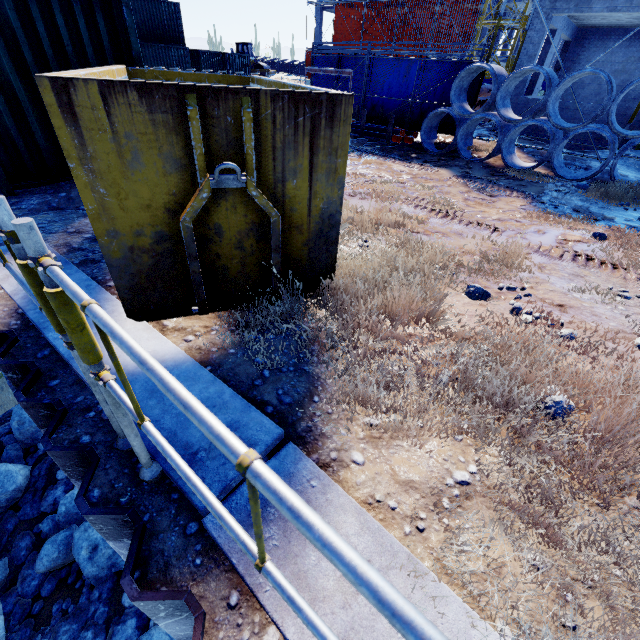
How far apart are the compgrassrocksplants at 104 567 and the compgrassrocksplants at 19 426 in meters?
1.0

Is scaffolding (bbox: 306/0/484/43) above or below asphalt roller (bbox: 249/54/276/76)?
above

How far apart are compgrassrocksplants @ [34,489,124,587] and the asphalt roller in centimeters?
4013cm

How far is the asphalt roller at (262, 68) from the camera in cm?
3403

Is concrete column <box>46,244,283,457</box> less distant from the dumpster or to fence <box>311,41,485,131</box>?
the dumpster

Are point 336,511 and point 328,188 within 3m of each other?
yes

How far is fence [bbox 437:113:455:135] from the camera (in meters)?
10.64

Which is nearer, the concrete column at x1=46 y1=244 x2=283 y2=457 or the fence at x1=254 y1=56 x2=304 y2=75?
the concrete column at x1=46 y1=244 x2=283 y2=457
